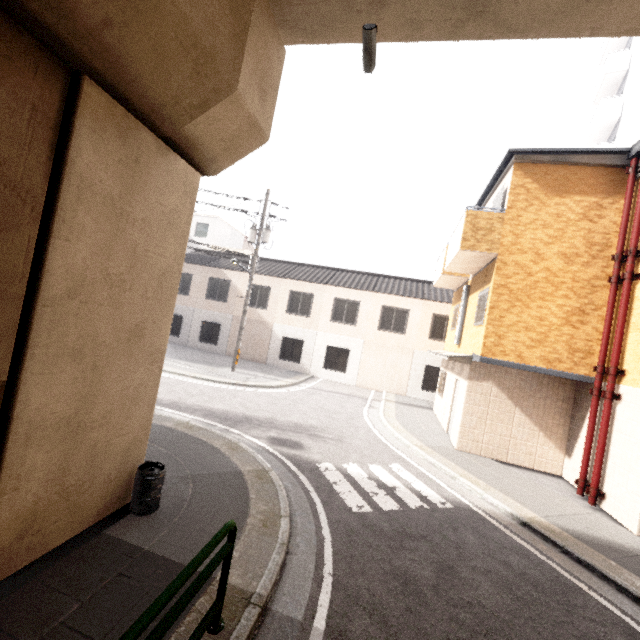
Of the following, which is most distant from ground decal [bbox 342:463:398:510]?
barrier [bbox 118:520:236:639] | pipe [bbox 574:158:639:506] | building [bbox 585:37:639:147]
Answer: building [bbox 585:37:639:147]

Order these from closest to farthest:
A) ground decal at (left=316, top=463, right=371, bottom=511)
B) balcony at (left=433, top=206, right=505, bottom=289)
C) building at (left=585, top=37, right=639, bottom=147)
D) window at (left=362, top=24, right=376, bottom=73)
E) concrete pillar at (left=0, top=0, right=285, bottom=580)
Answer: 1. concrete pillar at (left=0, top=0, right=285, bottom=580)
2. window at (left=362, top=24, right=376, bottom=73)
3. ground decal at (left=316, top=463, right=371, bottom=511)
4. balcony at (left=433, top=206, right=505, bottom=289)
5. building at (left=585, top=37, right=639, bottom=147)

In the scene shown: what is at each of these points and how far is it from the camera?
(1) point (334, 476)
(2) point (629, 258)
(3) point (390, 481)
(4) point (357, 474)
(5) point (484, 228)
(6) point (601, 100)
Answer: (1) ground decal, 7.0m
(2) pipe, 8.0m
(3) ground decal, 7.3m
(4) ground decal, 7.3m
(5) balcony, 9.6m
(6) building, 20.2m

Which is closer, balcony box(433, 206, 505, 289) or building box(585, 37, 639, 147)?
balcony box(433, 206, 505, 289)

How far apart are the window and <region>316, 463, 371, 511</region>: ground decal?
6.99m

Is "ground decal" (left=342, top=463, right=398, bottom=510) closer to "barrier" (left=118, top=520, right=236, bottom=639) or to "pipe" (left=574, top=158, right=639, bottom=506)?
"barrier" (left=118, top=520, right=236, bottom=639)

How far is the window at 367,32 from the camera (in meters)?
4.09

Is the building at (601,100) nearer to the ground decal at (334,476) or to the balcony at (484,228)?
the balcony at (484,228)
